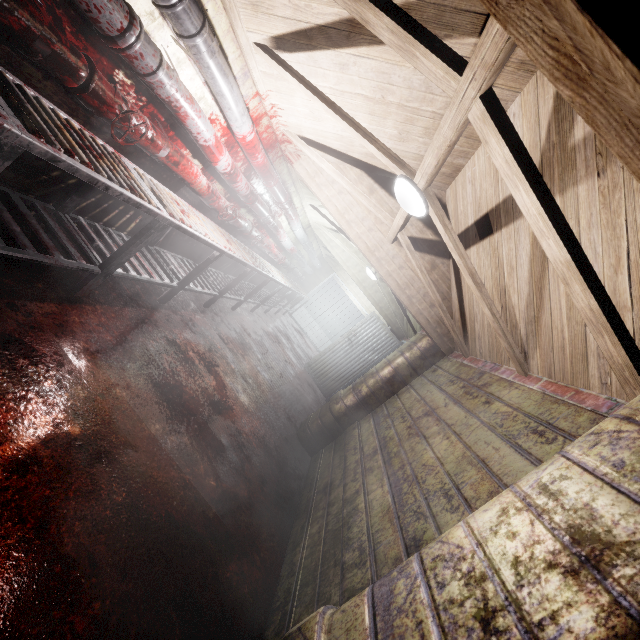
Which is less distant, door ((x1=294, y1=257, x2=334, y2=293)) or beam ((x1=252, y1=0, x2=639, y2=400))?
beam ((x1=252, y1=0, x2=639, y2=400))

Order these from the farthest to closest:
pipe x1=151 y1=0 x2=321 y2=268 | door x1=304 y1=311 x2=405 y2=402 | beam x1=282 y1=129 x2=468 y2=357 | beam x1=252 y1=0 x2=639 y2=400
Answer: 1. door x1=304 y1=311 x2=405 y2=402
2. beam x1=282 y1=129 x2=468 y2=357
3. pipe x1=151 y1=0 x2=321 y2=268
4. beam x1=252 y1=0 x2=639 y2=400

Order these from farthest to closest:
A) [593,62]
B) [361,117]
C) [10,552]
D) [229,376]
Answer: [229,376]
[361,117]
[10,552]
[593,62]

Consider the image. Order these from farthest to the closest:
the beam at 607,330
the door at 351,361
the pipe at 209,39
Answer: the door at 351,361
the pipe at 209,39
the beam at 607,330

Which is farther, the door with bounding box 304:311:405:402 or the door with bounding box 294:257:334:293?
the door with bounding box 294:257:334:293

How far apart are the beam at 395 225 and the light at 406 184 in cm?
4

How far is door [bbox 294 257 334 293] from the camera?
10.24m

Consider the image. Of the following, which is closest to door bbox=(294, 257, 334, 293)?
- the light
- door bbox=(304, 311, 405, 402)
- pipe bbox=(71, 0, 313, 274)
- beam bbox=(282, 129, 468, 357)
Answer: pipe bbox=(71, 0, 313, 274)
